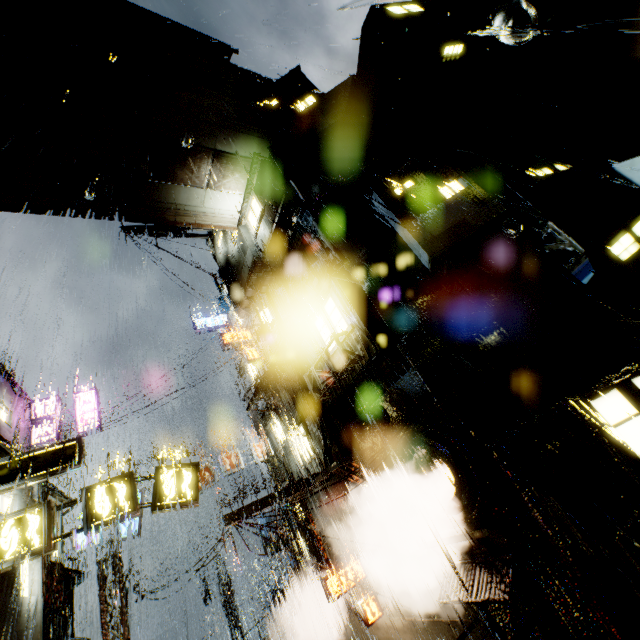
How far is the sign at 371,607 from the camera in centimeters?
1281cm

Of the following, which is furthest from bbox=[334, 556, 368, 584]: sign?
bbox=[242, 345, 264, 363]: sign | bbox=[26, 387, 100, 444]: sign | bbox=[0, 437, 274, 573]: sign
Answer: bbox=[26, 387, 100, 444]: sign

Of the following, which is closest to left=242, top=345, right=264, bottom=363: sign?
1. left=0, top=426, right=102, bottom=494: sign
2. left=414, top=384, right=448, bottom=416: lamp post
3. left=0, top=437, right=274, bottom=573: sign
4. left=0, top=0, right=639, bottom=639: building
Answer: left=0, top=0, right=639, bottom=639: building

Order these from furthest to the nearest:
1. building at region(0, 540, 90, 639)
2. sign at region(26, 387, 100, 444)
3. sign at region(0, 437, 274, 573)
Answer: sign at region(26, 387, 100, 444) → building at region(0, 540, 90, 639) → sign at region(0, 437, 274, 573)

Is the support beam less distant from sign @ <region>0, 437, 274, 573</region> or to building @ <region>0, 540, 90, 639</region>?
building @ <region>0, 540, 90, 639</region>

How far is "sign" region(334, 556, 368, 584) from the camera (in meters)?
13.47

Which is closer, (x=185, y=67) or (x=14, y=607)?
(x=14, y=607)

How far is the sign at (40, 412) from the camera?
18.56m
